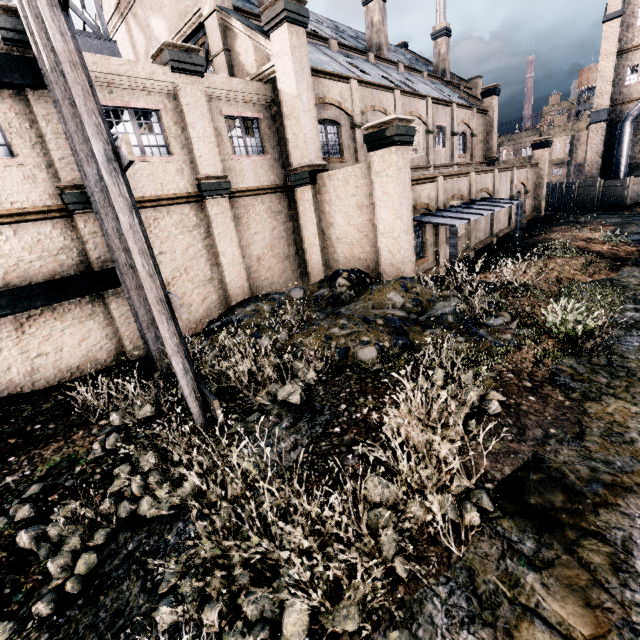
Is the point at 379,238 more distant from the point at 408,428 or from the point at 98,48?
the point at 98,48

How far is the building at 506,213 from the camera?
19.5m

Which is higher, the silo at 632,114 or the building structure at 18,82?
the building structure at 18,82

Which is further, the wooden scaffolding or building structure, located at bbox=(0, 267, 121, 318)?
building structure, located at bbox=(0, 267, 121, 318)

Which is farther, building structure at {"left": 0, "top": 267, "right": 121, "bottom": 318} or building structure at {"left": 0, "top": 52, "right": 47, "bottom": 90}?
building structure at {"left": 0, "top": 267, "right": 121, "bottom": 318}

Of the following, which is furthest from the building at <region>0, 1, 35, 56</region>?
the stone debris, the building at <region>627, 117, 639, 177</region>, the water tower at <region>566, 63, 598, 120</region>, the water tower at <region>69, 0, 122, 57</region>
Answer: the water tower at <region>566, 63, 598, 120</region>

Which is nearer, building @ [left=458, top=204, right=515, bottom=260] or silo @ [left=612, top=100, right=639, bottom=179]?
building @ [left=458, top=204, right=515, bottom=260]

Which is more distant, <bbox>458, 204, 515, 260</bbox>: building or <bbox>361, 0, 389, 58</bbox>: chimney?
<bbox>361, 0, 389, 58</bbox>: chimney
